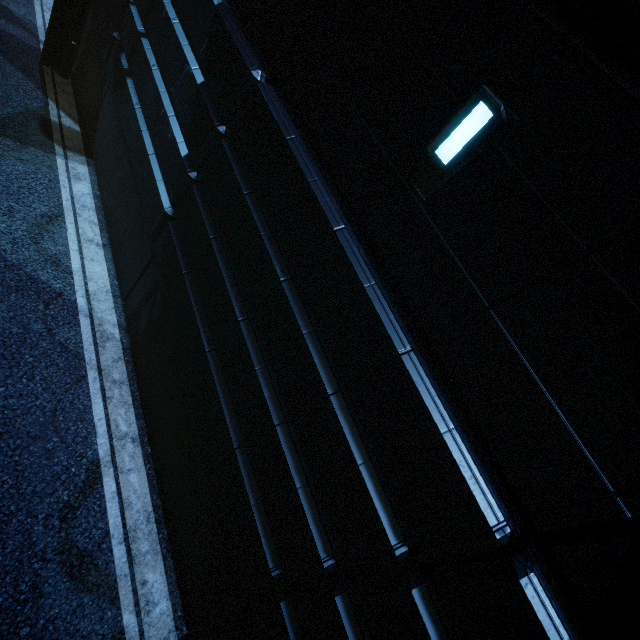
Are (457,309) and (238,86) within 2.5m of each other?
no
